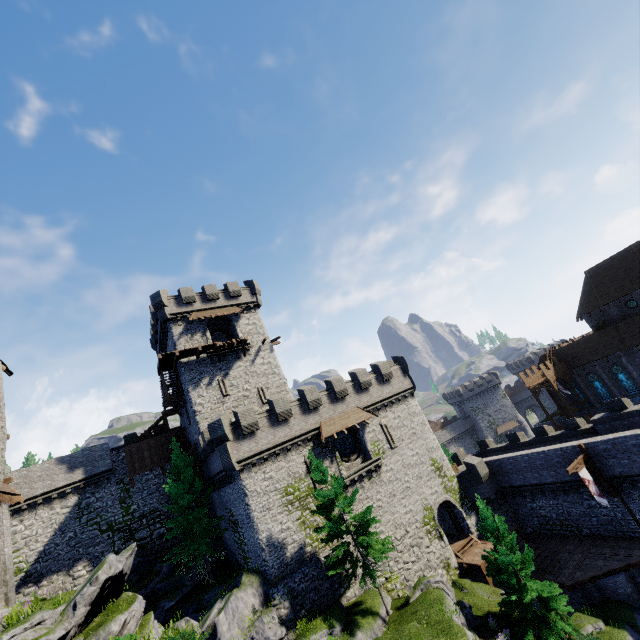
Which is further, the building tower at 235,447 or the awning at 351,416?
the awning at 351,416

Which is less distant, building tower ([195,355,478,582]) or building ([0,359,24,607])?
building ([0,359,24,607])

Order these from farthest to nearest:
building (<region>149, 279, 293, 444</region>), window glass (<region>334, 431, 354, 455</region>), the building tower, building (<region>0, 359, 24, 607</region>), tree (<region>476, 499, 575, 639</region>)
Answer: building (<region>149, 279, 293, 444</region>)
window glass (<region>334, 431, 354, 455</region>)
the building tower
tree (<region>476, 499, 575, 639</region>)
building (<region>0, 359, 24, 607</region>)

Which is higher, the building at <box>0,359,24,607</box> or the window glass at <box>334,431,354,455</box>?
Result: the building at <box>0,359,24,607</box>

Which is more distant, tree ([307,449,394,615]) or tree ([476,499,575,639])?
tree ([307,449,394,615])

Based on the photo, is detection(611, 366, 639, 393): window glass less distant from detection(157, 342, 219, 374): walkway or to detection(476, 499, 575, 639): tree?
detection(476, 499, 575, 639): tree

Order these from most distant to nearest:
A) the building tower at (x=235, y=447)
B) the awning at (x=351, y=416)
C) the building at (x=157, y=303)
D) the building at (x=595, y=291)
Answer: the building at (x=595, y=291) < the building at (x=157, y=303) < the awning at (x=351, y=416) < the building tower at (x=235, y=447)

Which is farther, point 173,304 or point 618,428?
point 173,304
